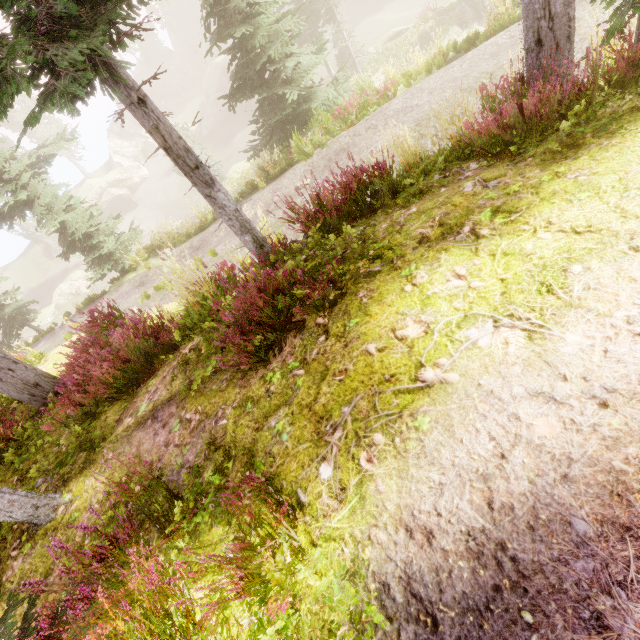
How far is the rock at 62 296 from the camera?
36.59m

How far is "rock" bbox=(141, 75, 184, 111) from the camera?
50.1m

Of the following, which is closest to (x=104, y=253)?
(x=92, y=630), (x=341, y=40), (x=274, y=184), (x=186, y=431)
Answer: (x=274, y=184)

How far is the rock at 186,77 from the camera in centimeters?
4288cm

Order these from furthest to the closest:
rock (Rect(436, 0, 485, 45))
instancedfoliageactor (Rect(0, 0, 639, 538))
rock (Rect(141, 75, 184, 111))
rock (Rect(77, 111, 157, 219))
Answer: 1. rock (Rect(141, 75, 184, 111))
2. rock (Rect(77, 111, 157, 219))
3. rock (Rect(436, 0, 485, 45))
4. instancedfoliageactor (Rect(0, 0, 639, 538))

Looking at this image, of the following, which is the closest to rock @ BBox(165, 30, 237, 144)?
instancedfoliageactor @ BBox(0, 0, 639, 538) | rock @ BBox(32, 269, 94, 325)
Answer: instancedfoliageactor @ BBox(0, 0, 639, 538)
